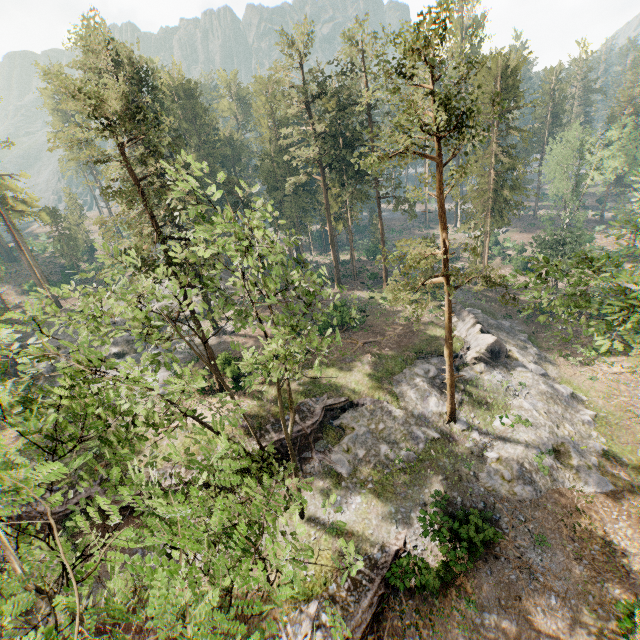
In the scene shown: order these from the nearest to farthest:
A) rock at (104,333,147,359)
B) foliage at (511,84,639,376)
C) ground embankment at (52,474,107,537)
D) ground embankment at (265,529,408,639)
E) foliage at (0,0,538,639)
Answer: foliage at (0,0,538,639), foliage at (511,84,639,376), ground embankment at (265,529,408,639), ground embankment at (52,474,107,537), rock at (104,333,147,359)

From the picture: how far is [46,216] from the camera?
43.1m

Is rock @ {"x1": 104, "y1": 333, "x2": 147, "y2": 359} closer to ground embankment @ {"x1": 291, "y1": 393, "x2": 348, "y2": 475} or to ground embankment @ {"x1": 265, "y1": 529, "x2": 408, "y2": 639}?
ground embankment @ {"x1": 291, "y1": 393, "x2": 348, "y2": 475}

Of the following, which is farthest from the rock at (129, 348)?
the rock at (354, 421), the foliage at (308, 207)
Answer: the rock at (354, 421)

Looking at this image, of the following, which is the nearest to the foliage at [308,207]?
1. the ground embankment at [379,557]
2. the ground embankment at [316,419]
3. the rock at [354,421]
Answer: the rock at [354,421]

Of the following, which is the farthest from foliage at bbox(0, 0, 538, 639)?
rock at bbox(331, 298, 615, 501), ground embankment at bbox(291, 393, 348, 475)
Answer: ground embankment at bbox(291, 393, 348, 475)

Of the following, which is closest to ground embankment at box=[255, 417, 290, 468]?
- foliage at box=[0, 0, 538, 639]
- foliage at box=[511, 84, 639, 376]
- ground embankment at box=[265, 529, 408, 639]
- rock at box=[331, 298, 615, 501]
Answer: rock at box=[331, 298, 615, 501]

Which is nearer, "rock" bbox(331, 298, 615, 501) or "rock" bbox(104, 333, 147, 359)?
"rock" bbox(331, 298, 615, 501)
